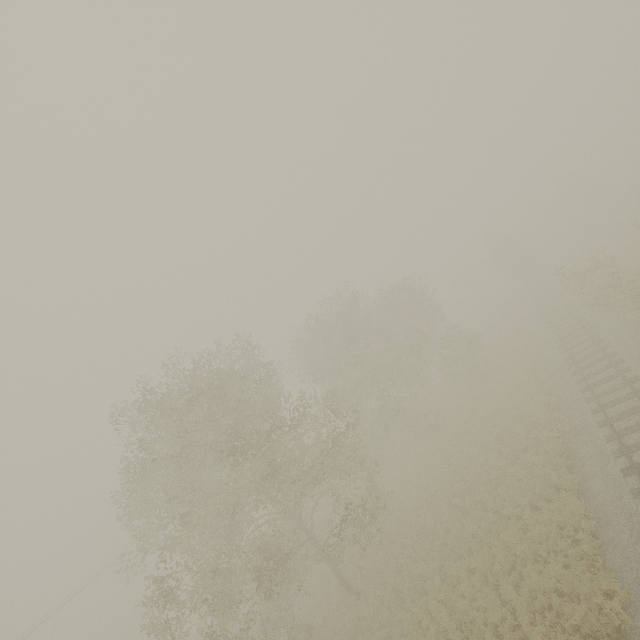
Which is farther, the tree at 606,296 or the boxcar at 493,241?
the boxcar at 493,241

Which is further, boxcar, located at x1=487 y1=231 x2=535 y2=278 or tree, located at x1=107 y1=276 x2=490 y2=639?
boxcar, located at x1=487 y1=231 x2=535 y2=278

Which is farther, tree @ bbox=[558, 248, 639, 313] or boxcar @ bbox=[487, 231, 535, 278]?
boxcar @ bbox=[487, 231, 535, 278]

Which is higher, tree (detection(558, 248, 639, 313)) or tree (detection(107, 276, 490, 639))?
tree (detection(107, 276, 490, 639))

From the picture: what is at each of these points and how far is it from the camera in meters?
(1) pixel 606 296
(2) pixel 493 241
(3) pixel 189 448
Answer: (1) tree, 21.5 m
(2) boxcar, 55.2 m
(3) tree, 14.4 m

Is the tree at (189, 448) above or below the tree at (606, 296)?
above

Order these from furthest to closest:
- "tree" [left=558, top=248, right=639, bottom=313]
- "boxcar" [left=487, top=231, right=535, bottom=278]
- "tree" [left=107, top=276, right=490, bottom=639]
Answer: "boxcar" [left=487, top=231, right=535, bottom=278], "tree" [left=558, top=248, right=639, bottom=313], "tree" [left=107, top=276, right=490, bottom=639]

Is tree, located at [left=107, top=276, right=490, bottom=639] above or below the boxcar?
above
